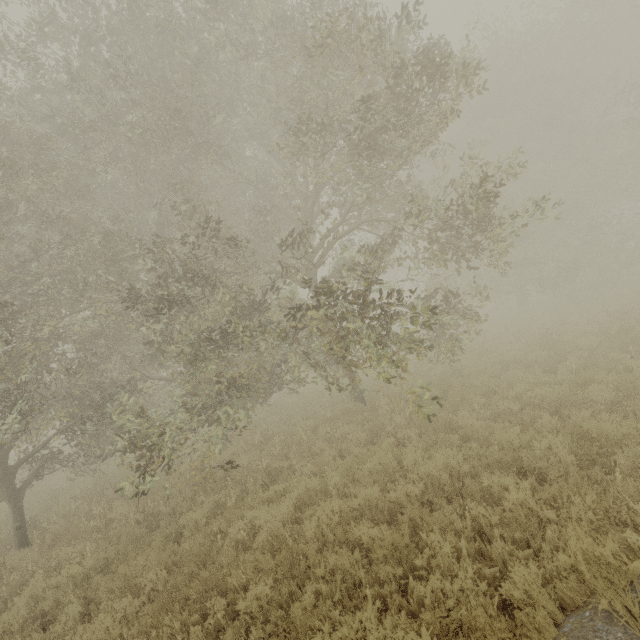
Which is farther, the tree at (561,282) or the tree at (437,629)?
the tree at (561,282)

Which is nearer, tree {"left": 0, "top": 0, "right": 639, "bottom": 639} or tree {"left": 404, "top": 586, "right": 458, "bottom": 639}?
tree {"left": 404, "top": 586, "right": 458, "bottom": 639}

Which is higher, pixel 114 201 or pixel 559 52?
pixel 559 52
